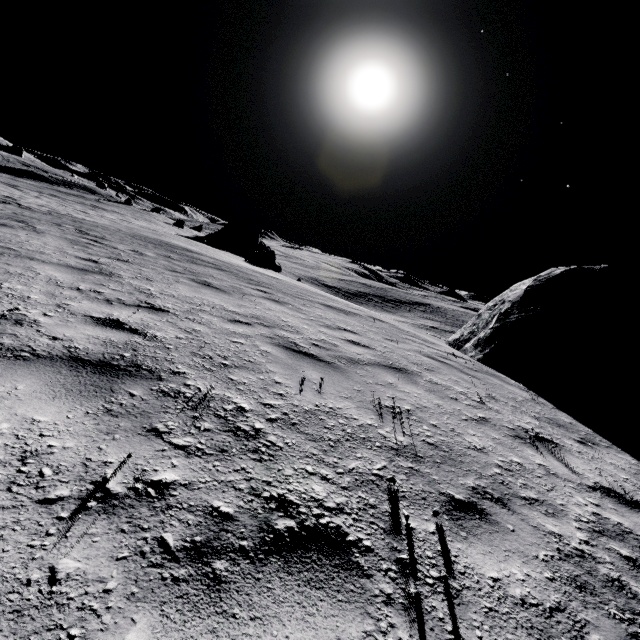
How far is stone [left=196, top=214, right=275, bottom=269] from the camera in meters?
30.6 m

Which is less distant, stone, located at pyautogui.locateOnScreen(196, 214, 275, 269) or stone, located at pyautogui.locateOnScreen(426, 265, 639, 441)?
stone, located at pyautogui.locateOnScreen(426, 265, 639, 441)

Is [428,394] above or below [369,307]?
above

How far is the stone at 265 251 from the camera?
30.6 meters

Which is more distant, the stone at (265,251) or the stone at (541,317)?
the stone at (265,251)
